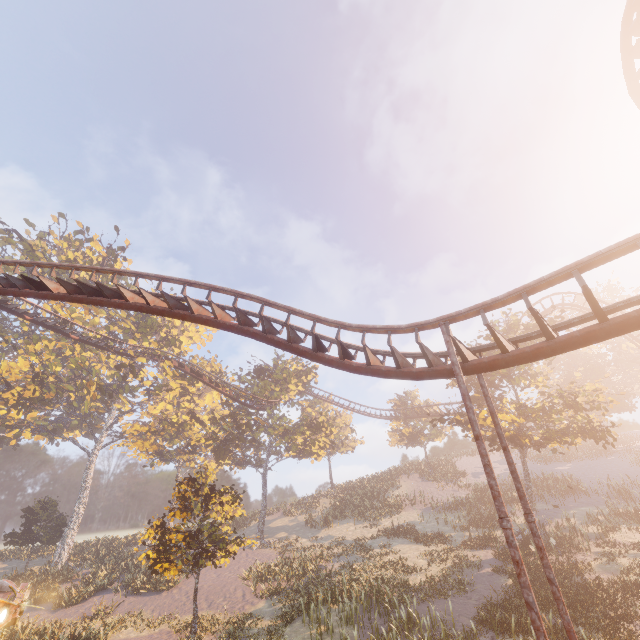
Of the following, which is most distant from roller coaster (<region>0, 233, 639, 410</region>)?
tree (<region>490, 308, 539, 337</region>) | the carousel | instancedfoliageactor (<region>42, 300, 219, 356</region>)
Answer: the carousel

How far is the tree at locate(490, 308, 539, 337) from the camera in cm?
2362

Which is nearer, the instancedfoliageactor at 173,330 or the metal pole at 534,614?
the metal pole at 534,614

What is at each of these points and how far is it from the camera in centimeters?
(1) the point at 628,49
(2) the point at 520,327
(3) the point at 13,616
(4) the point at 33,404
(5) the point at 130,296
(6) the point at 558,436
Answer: (1) roller coaster, 1271cm
(2) tree, 2553cm
(3) carousel, 593cm
(4) instancedfoliageactor, 3597cm
(5) roller coaster, 1157cm
(6) tree, 2328cm

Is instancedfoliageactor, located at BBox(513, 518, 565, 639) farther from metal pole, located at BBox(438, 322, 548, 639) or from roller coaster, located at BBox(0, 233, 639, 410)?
metal pole, located at BBox(438, 322, 548, 639)

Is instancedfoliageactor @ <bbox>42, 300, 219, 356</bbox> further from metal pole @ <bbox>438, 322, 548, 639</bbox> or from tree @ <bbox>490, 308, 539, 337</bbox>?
tree @ <bbox>490, 308, 539, 337</bbox>

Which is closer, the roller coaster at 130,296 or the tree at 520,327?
the roller coaster at 130,296
